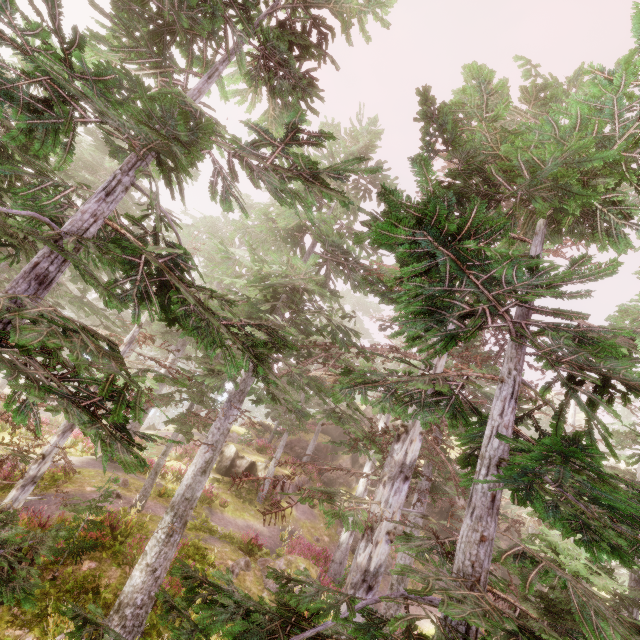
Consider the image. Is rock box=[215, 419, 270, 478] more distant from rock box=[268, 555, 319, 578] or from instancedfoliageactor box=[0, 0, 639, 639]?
rock box=[268, 555, 319, 578]

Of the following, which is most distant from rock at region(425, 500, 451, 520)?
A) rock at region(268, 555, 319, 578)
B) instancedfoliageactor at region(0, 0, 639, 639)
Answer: rock at region(268, 555, 319, 578)

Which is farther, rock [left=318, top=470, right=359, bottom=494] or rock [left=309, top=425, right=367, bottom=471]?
rock [left=309, top=425, right=367, bottom=471]

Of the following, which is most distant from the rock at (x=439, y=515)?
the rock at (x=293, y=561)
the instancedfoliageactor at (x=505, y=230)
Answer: the rock at (x=293, y=561)

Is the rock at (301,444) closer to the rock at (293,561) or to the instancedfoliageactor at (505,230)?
the instancedfoliageactor at (505,230)

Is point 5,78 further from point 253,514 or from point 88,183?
point 253,514

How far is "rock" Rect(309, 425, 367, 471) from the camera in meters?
29.0 m
